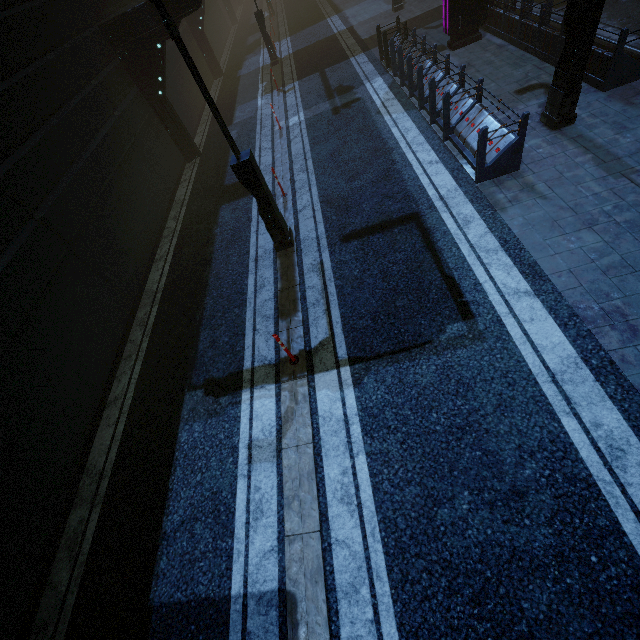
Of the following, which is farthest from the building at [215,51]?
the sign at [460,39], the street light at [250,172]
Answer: the street light at [250,172]

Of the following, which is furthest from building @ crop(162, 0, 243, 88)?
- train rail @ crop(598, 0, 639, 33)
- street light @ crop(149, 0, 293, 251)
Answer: street light @ crop(149, 0, 293, 251)

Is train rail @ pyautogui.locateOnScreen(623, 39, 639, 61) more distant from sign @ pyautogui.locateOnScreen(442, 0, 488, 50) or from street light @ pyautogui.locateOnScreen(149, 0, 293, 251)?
street light @ pyautogui.locateOnScreen(149, 0, 293, 251)

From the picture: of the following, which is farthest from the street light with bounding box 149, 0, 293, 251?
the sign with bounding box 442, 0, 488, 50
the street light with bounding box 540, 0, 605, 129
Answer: the sign with bounding box 442, 0, 488, 50

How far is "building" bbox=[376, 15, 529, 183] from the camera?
7.3m

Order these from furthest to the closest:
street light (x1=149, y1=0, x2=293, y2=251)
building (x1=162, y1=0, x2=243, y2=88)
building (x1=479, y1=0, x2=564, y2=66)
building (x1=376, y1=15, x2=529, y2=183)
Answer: building (x1=162, y1=0, x2=243, y2=88)
building (x1=479, y1=0, x2=564, y2=66)
building (x1=376, y1=15, x2=529, y2=183)
street light (x1=149, y1=0, x2=293, y2=251)

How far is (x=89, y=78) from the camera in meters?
10.1 m

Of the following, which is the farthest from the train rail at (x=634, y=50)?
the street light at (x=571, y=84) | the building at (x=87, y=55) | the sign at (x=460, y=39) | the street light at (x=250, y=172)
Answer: the street light at (x=250, y=172)
